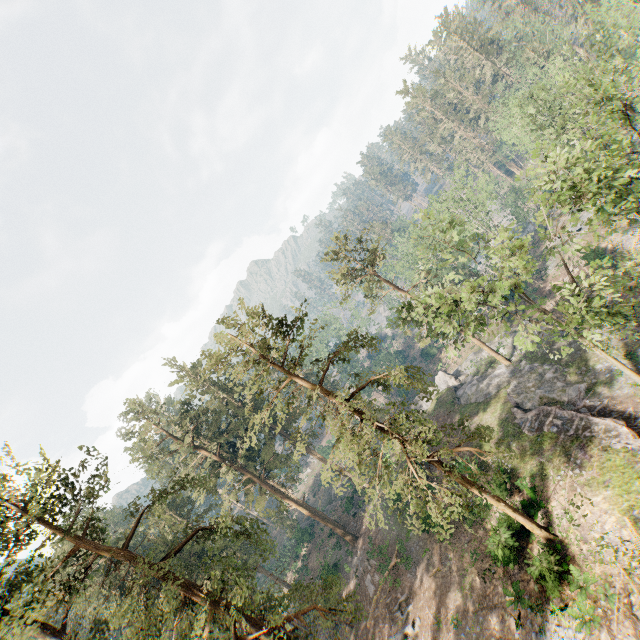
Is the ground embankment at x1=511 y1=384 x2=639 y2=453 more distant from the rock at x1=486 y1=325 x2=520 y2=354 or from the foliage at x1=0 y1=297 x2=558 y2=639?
the foliage at x1=0 y1=297 x2=558 y2=639

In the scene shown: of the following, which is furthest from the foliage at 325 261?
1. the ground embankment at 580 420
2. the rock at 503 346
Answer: the ground embankment at 580 420

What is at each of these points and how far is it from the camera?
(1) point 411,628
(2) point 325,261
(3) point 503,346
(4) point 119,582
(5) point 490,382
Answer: (1) foliage, 25.1m
(2) foliage, 34.1m
(3) rock, 40.3m
(4) foliage, 32.7m
(5) rock, 35.5m

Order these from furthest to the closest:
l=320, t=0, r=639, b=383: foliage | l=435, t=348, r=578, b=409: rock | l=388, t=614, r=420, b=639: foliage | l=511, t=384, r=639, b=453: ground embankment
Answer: l=435, t=348, r=578, b=409: rock, l=388, t=614, r=420, b=639: foliage, l=511, t=384, r=639, b=453: ground embankment, l=320, t=0, r=639, b=383: foliage

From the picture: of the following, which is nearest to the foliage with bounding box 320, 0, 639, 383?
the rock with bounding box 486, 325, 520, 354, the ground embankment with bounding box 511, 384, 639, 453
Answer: the rock with bounding box 486, 325, 520, 354

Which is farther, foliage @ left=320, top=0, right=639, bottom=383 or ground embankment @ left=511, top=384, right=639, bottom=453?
ground embankment @ left=511, top=384, right=639, bottom=453

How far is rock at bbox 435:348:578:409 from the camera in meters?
29.0 m
